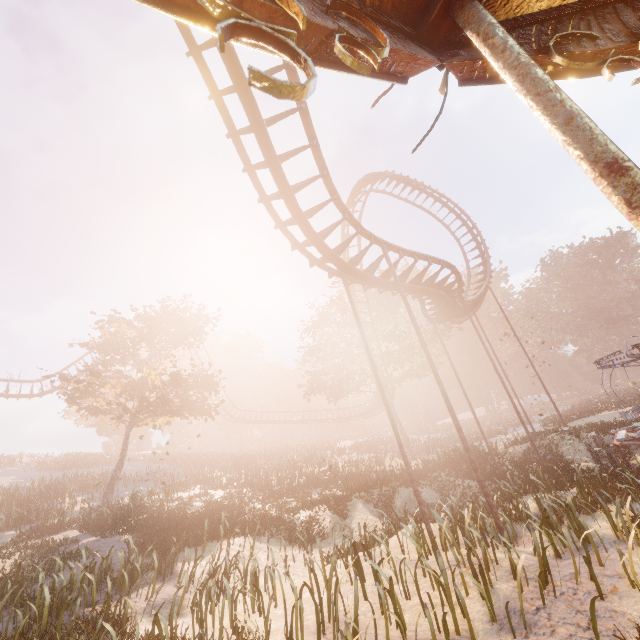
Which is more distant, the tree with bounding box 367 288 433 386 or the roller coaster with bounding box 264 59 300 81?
the tree with bounding box 367 288 433 386

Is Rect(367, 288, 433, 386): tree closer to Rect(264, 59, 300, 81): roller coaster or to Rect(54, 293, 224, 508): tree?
Rect(264, 59, 300, 81): roller coaster

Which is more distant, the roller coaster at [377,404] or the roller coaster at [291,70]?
the roller coaster at [377,404]

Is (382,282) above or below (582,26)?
above

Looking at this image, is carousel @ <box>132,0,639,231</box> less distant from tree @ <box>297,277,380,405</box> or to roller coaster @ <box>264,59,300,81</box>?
roller coaster @ <box>264,59,300,81</box>

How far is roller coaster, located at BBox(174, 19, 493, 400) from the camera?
7.8 meters

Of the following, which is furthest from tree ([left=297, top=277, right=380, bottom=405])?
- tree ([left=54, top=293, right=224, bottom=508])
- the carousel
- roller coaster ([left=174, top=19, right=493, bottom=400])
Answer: the carousel

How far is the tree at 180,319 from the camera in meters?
22.0 m
